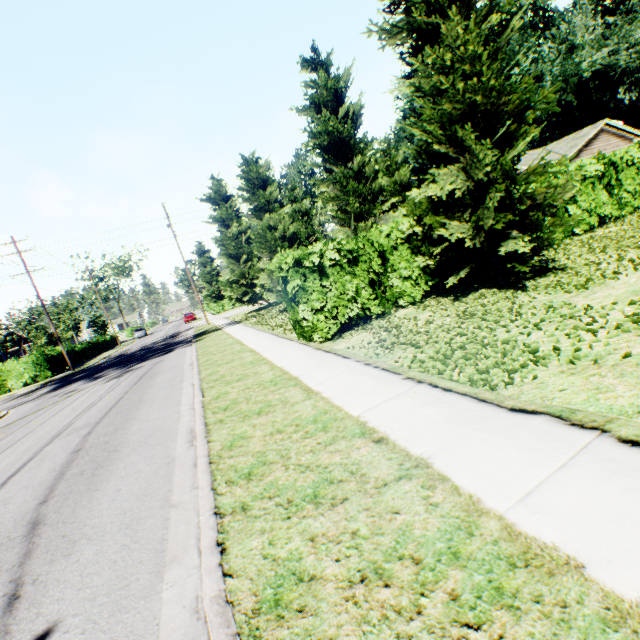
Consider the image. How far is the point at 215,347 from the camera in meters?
14.8

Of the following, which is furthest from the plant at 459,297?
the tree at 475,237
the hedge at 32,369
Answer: the hedge at 32,369

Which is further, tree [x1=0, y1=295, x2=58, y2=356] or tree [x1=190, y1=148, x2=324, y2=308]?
tree [x1=0, y1=295, x2=58, y2=356]

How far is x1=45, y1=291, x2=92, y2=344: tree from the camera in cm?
4684

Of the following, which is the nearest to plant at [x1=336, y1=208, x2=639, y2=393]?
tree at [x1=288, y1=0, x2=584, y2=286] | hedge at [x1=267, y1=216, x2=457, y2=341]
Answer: tree at [x1=288, y1=0, x2=584, y2=286]

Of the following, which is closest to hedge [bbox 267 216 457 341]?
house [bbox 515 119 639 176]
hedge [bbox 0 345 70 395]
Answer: house [bbox 515 119 639 176]

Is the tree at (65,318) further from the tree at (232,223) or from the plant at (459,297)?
the plant at (459,297)

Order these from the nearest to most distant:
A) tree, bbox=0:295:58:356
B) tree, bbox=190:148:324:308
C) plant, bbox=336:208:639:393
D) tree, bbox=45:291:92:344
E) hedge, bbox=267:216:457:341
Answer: plant, bbox=336:208:639:393 < hedge, bbox=267:216:457:341 < tree, bbox=190:148:324:308 < tree, bbox=0:295:58:356 < tree, bbox=45:291:92:344
